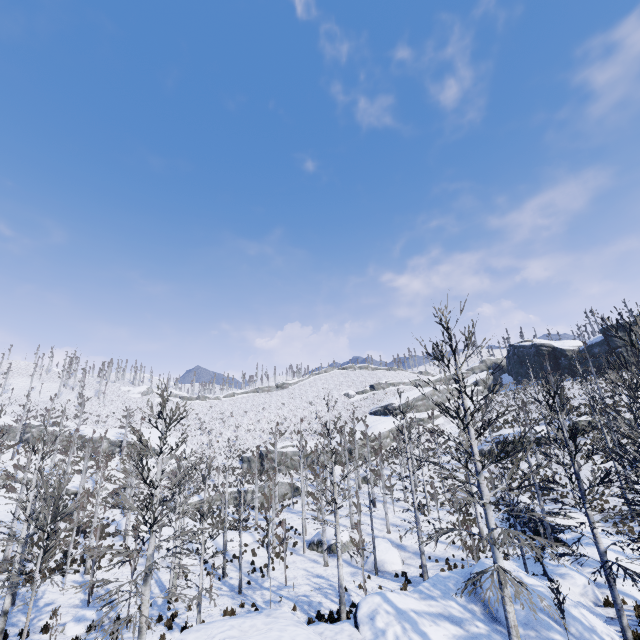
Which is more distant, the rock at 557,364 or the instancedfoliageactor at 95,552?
the rock at 557,364

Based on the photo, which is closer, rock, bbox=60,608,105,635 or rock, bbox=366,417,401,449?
rock, bbox=60,608,105,635

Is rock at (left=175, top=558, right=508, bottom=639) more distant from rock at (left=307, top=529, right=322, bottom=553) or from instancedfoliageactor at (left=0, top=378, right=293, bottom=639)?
rock at (left=307, top=529, right=322, bottom=553)

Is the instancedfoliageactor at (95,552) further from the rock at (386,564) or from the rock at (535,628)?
the rock at (386,564)

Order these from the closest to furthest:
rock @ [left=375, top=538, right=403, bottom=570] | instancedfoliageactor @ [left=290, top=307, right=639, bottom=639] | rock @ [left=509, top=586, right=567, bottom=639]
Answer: instancedfoliageactor @ [left=290, top=307, right=639, bottom=639], rock @ [left=509, top=586, right=567, bottom=639], rock @ [left=375, top=538, right=403, bottom=570]

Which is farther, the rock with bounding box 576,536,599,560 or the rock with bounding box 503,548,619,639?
the rock with bounding box 576,536,599,560

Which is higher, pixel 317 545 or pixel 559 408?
pixel 559 408

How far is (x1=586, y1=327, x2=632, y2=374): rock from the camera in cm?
4725
